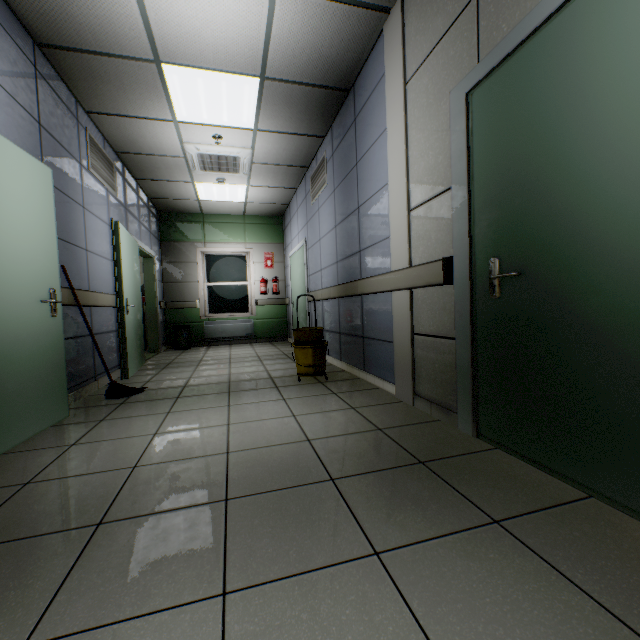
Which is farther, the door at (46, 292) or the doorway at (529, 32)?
the door at (46, 292)

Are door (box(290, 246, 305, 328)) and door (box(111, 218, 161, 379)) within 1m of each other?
no

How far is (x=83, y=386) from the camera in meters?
3.4 m

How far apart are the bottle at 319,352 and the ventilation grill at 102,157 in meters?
2.9 m

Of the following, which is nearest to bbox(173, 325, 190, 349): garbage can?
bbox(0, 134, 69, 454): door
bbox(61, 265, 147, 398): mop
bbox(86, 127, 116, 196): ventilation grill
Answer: bbox(86, 127, 116, 196): ventilation grill

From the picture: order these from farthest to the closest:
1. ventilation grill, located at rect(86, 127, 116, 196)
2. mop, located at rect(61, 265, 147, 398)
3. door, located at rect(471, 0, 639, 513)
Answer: ventilation grill, located at rect(86, 127, 116, 196) → mop, located at rect(61, 265, 147, 398) → door, located at rect(471, 0, 639, 513)

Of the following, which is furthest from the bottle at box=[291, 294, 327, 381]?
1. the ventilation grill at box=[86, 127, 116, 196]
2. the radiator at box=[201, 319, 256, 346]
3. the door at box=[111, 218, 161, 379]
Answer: the radiator at box=[201, 319, 256, 346]

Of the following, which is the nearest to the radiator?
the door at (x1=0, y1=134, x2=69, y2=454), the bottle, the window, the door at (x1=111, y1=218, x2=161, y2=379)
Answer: the window
